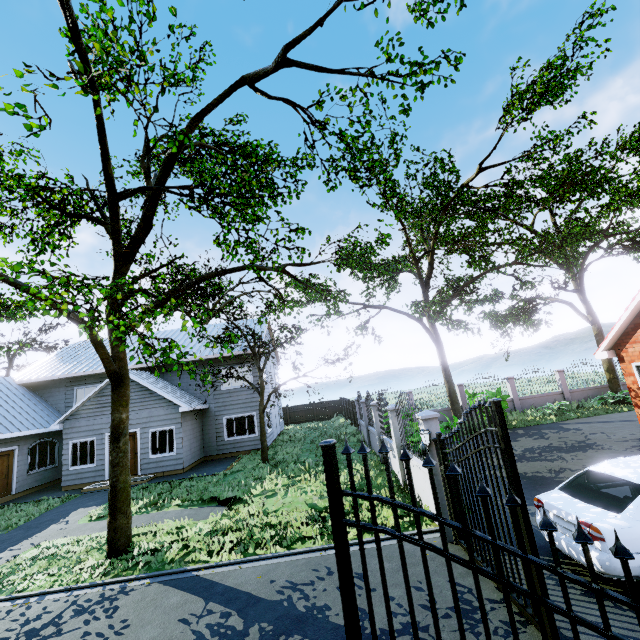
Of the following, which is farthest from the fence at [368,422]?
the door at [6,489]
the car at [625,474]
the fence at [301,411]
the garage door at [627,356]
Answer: the fence at [301,411]

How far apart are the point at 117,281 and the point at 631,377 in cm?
1477

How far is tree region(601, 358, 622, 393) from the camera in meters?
19.2 m

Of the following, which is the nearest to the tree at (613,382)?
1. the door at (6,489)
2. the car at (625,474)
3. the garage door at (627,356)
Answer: the door at (6,489)

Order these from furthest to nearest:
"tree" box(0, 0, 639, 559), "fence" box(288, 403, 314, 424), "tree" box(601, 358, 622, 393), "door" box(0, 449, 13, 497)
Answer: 1. "fence" box(288, 403, 314, 424)
2. "tree" box(601, 358, 622, 393)
3. "door" box(0, 449, 13, 497)
4. "tree" box(0, 0, 639, 559)

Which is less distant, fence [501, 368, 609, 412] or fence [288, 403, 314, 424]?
fence [501, 368, 609, 412]

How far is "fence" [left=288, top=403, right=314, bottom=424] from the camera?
31.97m

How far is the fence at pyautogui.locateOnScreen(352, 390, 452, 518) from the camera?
7.12m
